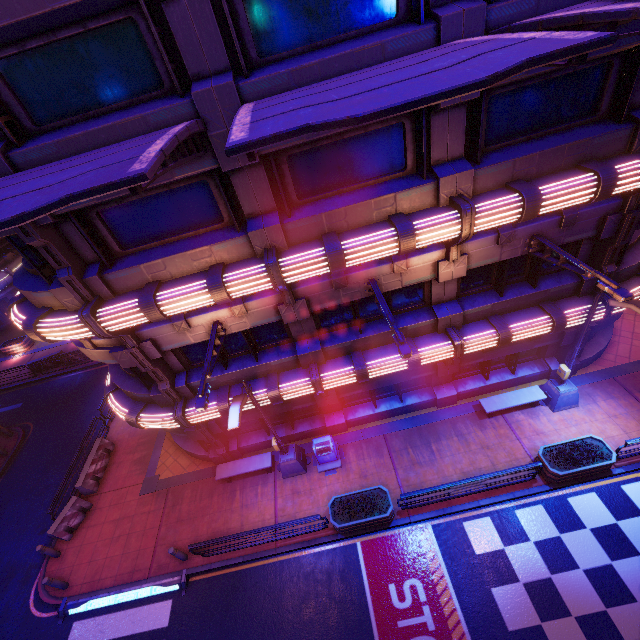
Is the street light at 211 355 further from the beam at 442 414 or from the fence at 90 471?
the fence at 90 471

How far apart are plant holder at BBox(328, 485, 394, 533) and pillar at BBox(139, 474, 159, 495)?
8.22m

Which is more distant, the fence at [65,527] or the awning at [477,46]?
the fence at [65,527]

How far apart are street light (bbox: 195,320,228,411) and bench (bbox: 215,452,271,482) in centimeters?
637cm

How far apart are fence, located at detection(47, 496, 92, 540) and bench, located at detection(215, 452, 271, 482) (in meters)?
6.32

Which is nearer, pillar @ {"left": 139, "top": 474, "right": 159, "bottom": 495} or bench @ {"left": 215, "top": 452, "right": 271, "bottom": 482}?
bench @ {"left": 215, "top": 452, "right": 271, "bottom": 482}

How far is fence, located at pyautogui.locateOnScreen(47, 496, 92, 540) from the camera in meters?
13.4 m

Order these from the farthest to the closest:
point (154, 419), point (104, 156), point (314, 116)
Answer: point (154, 419) < point (104, 156) < point (314, 116)
